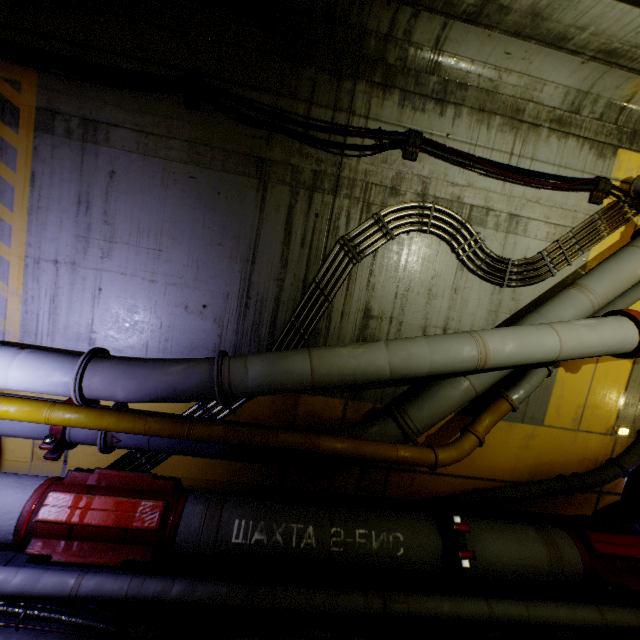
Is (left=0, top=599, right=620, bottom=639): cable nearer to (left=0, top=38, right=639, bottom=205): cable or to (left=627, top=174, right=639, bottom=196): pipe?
(left=627, top=174, right=639, bottom=196): pipe

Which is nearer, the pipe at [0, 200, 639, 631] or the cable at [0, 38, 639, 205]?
the pipe at [0, 200, 639, 631]

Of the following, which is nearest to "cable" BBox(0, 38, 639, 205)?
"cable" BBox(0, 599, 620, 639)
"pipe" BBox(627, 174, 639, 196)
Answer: "pipe" BBox(627, 174, 639, 196)

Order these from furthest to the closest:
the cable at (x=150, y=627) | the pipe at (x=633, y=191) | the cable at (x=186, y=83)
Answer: the pipe at (x=633, y=191) < the cable at (x=186, y=83) < the cable at (x=150, y=627)

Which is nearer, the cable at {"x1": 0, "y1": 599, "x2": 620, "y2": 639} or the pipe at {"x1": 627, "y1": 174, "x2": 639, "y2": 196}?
the cable at {"x1": 0, "y1": 599, "x2": 620, "y2": 639}

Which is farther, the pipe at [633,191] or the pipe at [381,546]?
the pipe at [633,191]

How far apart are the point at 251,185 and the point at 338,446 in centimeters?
362cm
